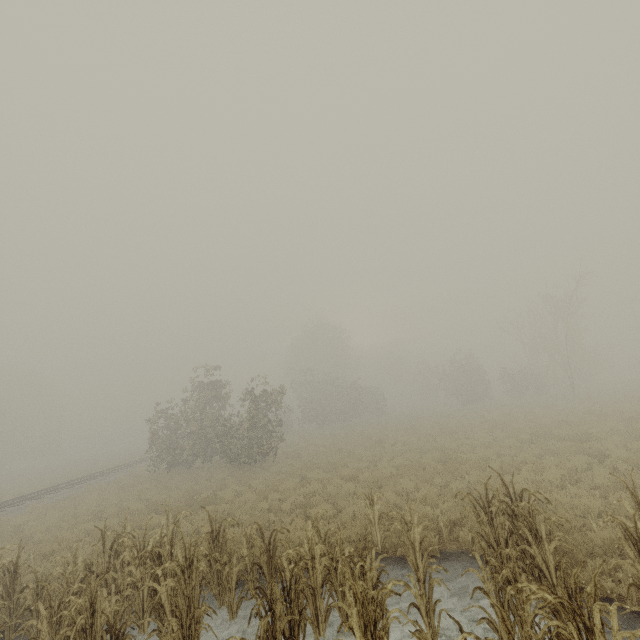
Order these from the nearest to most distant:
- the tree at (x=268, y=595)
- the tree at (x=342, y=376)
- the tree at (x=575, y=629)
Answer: the tree at (x=575, y=629), the tree at (x=268, y=595), the tree at (x=342, y=376)

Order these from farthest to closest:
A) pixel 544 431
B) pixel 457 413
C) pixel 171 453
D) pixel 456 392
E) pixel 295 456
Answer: pixel 456 392 < pixel 457 413 < pixel 171 453 < pixel 295 456 < pixel 544 431

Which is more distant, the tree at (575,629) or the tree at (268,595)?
the tree at (268,595)

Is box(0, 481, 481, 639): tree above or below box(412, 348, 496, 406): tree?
below

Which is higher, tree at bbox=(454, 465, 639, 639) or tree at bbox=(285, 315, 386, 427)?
tree at bbox=(285, 315, 386, 427)

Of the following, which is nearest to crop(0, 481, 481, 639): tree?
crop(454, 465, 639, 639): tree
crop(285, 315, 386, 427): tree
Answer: crop(454, 465, 639, 639): tree

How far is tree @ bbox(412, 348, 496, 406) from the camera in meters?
37.4 m
